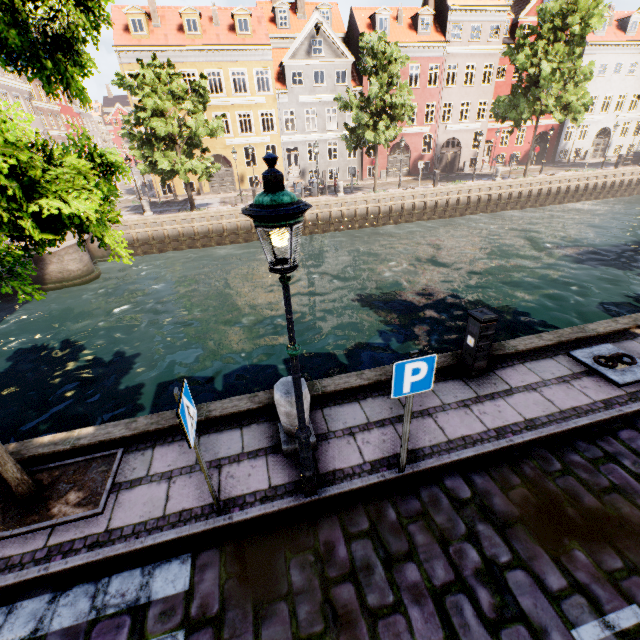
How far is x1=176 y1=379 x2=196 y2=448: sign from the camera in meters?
2.9 m

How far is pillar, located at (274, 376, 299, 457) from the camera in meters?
4.2

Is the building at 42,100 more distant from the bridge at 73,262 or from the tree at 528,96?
the bridge at 73,262

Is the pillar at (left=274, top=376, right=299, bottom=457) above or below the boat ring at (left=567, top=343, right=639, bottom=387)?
above

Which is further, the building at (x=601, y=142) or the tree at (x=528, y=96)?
the building at (x=601, y=142)

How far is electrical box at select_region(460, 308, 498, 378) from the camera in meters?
5.3 m

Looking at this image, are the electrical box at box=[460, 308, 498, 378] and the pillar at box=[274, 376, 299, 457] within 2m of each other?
no

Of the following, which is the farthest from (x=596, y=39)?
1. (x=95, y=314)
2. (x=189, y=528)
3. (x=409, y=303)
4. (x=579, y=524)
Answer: (x=189, y=528)
